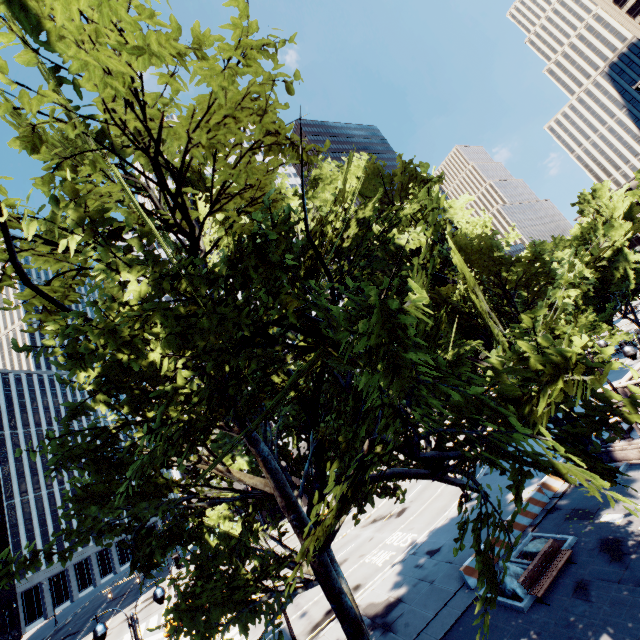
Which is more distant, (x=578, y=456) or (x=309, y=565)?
(x=309, y=565)

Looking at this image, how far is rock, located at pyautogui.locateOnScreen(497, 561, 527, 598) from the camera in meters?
13.5

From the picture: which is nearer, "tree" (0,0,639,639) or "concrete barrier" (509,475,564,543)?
"tree" (0,0,639,639)

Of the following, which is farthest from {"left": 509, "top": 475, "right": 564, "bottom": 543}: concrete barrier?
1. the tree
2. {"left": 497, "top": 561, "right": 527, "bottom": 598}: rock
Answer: the tree

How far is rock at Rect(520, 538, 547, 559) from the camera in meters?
15.2 m

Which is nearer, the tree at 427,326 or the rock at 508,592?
the tree at 427,326

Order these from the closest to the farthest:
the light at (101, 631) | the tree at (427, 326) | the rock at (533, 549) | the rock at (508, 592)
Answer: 1. the tree at (427, 326)
2. the light at (101, 631)
3. the rock at (508, 592)
4. the rock at (533, 549)

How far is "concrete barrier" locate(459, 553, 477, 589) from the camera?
15.33m
